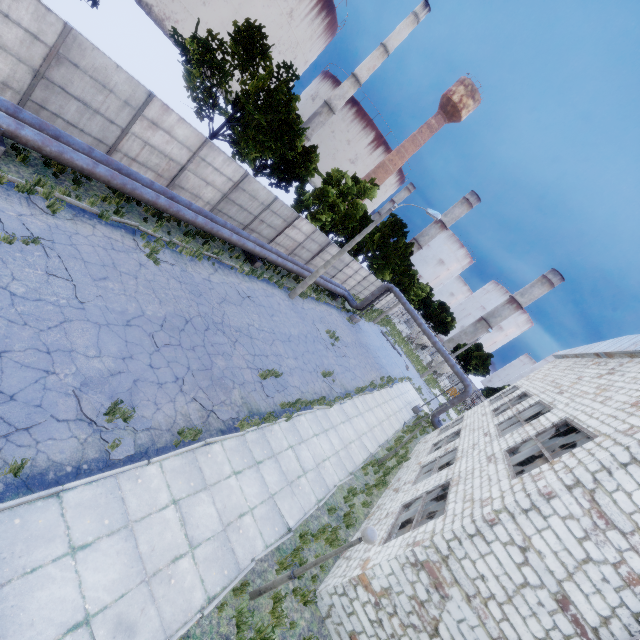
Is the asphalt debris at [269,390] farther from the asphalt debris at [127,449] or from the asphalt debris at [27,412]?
the asphalt debris at [27,412]

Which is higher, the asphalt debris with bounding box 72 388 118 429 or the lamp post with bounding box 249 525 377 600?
the lamp post with bounding box 249 525 377 600

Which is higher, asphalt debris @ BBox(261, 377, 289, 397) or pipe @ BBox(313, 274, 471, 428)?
pipe @ BBox(313, 274, 471, 428)

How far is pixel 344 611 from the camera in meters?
8.0 m

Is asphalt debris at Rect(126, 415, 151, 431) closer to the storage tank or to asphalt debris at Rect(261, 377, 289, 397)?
asphalt debris at Rect(261, 377, 289, 397)

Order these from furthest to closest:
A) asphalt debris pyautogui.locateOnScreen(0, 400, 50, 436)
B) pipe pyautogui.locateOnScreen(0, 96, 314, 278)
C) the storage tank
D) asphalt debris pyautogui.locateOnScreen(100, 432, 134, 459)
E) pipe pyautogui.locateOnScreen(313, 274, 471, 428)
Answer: the storage tank
pipe pyautogui.locateOnScreen(313, 274, 471, 428)
pipe pyautogui.locateOnScreen(0, 96, 314, 278)
asphalt debris pyautogui.locateOnScreen(100, 432, 134, 459)
asphalt debris pyautogui.locateOnScreen(0, 400, 50, 436)

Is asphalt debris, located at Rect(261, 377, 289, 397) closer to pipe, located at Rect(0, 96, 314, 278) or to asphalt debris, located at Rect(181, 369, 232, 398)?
asphalt debris, located at Rect(181, 369, 232, 398)

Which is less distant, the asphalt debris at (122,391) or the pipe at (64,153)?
the asphalt debris at (122,391)
